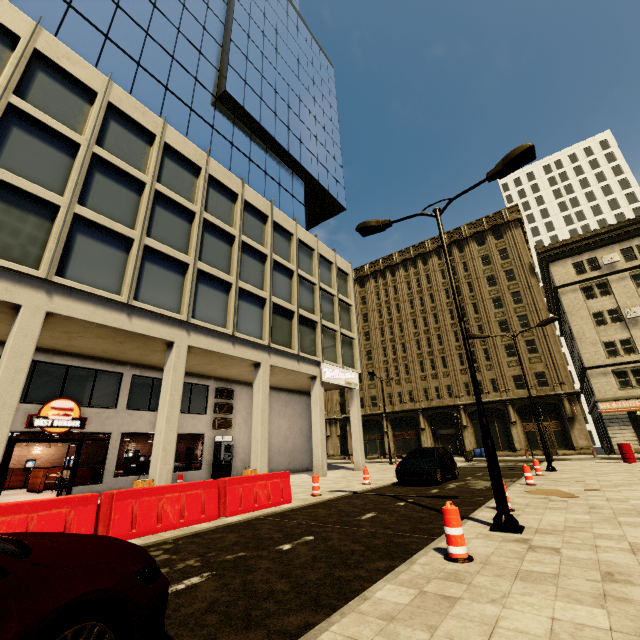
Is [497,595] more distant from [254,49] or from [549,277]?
[549,277]

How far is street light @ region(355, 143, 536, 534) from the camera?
6.02m

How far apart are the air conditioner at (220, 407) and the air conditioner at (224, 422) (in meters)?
0.20

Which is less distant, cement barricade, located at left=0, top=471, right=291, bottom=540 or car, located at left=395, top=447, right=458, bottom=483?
cement barricade, located at left=0, top=471, right=291, bottom=540

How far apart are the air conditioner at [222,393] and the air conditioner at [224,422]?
1.1 meters

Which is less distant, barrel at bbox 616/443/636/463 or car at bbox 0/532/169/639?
car at bbox 0/532/169/639

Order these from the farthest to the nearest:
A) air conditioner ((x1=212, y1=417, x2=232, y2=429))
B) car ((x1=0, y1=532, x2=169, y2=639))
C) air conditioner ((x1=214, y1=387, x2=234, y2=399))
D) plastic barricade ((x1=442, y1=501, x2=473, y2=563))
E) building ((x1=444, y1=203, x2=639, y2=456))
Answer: building ((x1=444, y1=203, x2=639, y2=456)) → air conditioner ((x1=214, y1=387, x2=234, y2=399)) → air conditioner ((x1=212, y1=417, x2=232, y2=429)) → plastic barricade ((x1=442, y1=501, x2=473, y2=563)) → car ((x1=0, y1=532, x2=169, y2=639))

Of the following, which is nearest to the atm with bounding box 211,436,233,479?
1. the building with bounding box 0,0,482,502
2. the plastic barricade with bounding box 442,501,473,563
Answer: the building with bounding box 0,0,482,502
